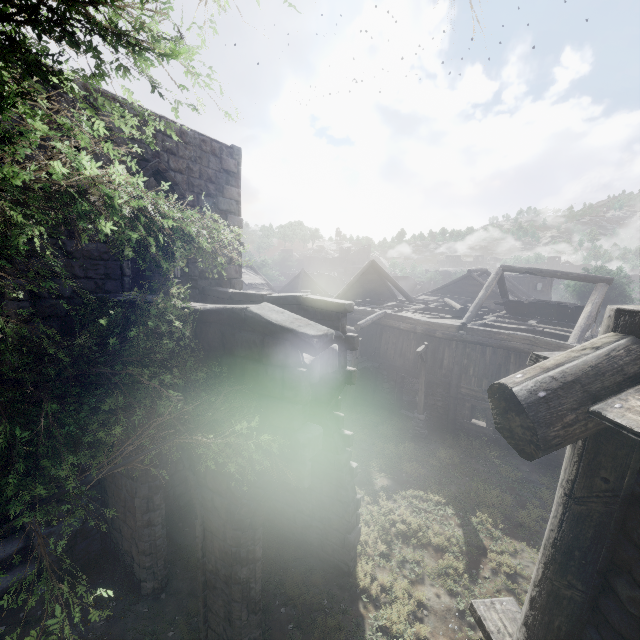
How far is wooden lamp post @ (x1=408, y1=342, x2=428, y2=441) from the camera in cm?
1508

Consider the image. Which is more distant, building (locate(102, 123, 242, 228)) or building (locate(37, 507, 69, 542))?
building (locate(102, 123, 242, 228))

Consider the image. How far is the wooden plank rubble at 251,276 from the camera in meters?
33.8 m

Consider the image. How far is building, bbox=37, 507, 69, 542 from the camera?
7.0m

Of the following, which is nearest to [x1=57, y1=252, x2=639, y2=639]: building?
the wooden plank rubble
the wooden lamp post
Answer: the wooden plank rubble

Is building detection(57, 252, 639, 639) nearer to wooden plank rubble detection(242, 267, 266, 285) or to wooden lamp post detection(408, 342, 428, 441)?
wooden plank rubble detection(242, 267, 266, 285)

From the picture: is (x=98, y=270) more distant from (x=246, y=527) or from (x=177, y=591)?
(x=177, y=591)

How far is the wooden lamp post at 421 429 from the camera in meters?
15.1 m
